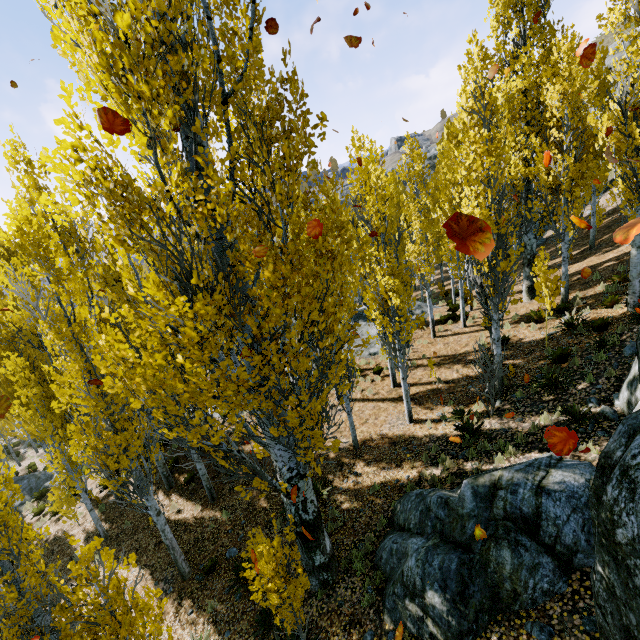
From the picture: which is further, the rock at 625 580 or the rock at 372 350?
the rock at 372 350

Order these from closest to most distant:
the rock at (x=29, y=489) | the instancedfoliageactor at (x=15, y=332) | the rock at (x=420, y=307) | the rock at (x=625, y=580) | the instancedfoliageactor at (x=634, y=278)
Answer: the rock at (x=625, y=580)
the instancedfoliageactor at (x=15, y=332)
the instancedfoliageactor at (x=634, y=278)
the rock at (x=29, y=489)
the rock at (x=420, y=307)

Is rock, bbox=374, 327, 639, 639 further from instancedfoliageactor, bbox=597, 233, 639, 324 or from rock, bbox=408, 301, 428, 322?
rock, bbox=408, 301, 428, 322

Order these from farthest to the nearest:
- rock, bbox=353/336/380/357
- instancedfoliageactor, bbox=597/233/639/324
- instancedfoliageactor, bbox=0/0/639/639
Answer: rock, bbox=353/336/380/357
instancedfoliageactor, bbox=597/233/639/324
instancedfoliageactor, bbox=0/0/639/639

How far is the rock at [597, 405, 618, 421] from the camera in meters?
7.4 m

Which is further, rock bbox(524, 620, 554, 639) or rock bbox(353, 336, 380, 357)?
rock bbox(353, 336, 380, 357)

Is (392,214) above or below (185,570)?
above
